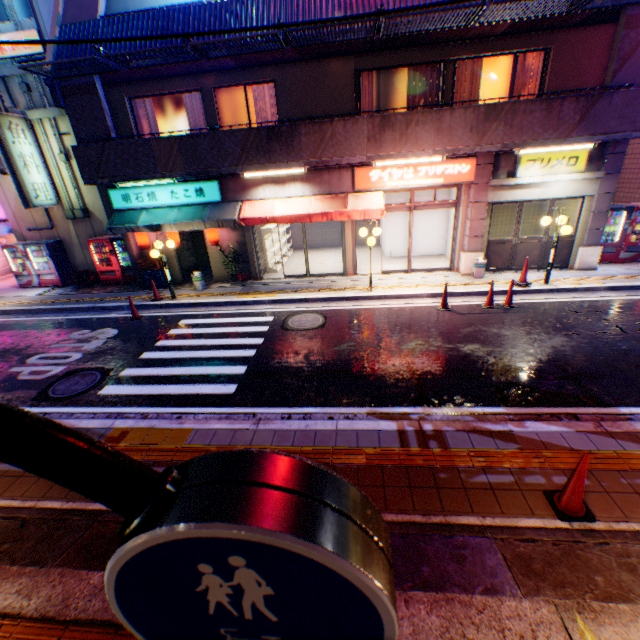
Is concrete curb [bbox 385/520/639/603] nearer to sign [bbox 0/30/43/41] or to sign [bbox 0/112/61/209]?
sign [bbox 0/112/61/209]

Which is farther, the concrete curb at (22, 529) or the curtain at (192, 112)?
the curtain at (192, 112)

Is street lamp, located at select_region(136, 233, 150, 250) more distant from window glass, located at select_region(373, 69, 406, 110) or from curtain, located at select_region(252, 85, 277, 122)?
window glass, located at select_region(373, 69, 406, 110)

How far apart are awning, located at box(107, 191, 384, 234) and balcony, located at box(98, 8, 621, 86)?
3.91m

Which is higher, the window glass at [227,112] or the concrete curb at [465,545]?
the window glass at [227,112]

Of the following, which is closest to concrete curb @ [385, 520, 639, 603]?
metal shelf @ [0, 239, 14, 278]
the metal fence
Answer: the metal fence

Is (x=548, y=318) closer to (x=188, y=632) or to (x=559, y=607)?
(x=559, y=607)

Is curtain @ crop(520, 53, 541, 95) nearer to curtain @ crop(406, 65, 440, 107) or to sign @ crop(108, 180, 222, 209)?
curtain @ crop(406, 65, 440, 107)
